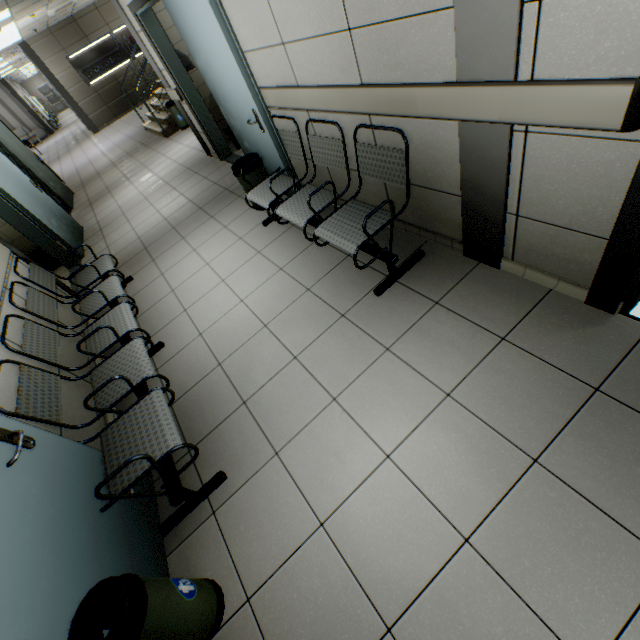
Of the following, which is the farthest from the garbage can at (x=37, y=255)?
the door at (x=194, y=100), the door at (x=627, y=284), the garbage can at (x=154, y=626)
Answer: the door at (x=627, y=284)

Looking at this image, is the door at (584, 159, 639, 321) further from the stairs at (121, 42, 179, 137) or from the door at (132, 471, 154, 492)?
the stairs at (121, 42, 179, 137)

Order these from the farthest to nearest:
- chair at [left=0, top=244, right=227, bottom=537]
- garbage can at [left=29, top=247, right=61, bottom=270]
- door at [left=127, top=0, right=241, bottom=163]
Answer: garbage can at [left=29, top=247, right=61, bottom=270] < door at [left=127, top=0, right=241, bottom=163] < chair at [left=0, top=244, right=227, bottom=537]

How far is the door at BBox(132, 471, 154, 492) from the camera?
2.02m

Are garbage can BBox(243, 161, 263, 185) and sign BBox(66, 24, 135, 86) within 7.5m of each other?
no

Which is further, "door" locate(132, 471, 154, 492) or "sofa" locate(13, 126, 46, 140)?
"sofa" locate(13, 126, 46, 140)

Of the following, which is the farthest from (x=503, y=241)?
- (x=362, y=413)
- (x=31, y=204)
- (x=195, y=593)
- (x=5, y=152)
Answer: (x=5, y=152)

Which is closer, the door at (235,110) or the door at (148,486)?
the door at (148,486)
